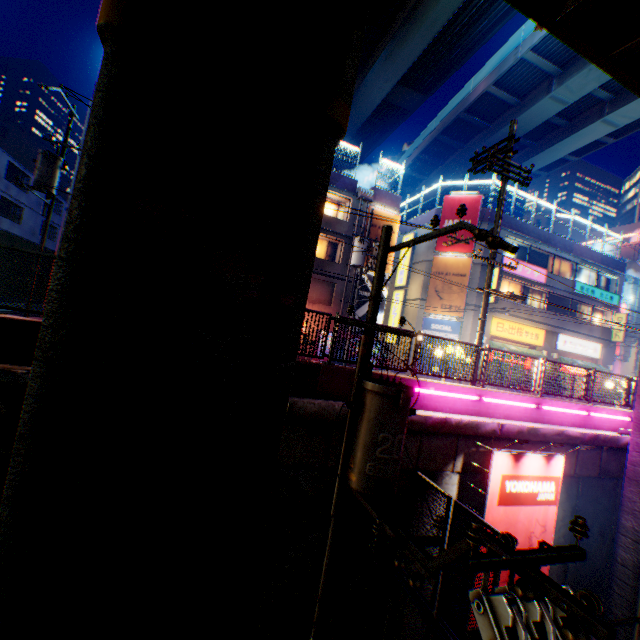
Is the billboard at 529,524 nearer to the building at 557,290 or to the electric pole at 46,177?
the building at 557,290

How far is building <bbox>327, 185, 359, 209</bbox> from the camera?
21.7 meters

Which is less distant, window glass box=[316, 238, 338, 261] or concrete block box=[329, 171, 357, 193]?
concrete block box=[329, 171, 357, 193]

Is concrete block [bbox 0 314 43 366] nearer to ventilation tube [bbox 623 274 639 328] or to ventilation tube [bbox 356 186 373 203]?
ventilation tube [bbox 623 274 639 328]

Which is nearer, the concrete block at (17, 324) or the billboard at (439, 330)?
the concrete block at (17, 324)

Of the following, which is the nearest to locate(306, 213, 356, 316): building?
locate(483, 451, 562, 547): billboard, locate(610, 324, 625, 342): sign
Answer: locate(483, 451, 562, 547): billboard

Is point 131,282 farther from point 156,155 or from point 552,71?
point 552,71

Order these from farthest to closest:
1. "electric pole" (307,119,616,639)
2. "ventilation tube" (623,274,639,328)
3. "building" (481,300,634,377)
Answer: "ventilation tube" (623,274,639,328) → "building" (481,300,634,377) → "electric pole" (307,119,616,639)
